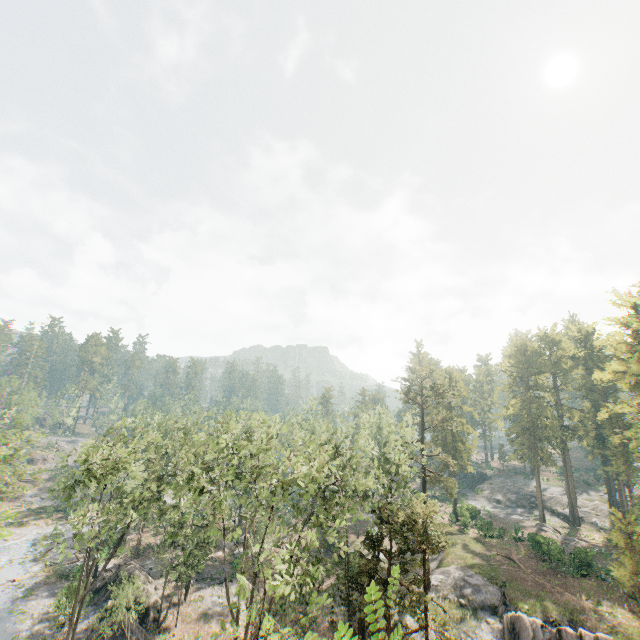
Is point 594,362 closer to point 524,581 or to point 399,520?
point 524,581

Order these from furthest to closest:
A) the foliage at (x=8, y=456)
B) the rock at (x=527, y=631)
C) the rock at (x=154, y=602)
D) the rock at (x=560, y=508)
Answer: the rock at (x=560, y=508), the rock at (x=154, y=602), the rock at (x=527, y=631), the foliage at (x=8, y=456)

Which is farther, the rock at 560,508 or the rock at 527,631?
the rock at 560,508

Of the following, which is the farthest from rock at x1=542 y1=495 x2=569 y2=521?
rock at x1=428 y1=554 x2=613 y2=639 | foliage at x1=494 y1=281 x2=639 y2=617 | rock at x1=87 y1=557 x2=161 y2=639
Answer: rock at x1=87 y1=557 x2=161 y2=639

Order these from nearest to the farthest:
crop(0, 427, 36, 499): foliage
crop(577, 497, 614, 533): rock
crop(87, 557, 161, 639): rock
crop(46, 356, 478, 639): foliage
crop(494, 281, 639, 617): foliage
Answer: crop(46, 356, 478, 639): foliage, crop(0, 427, 36, 499): foliage, crop(87, 557, 161, 639): rock, crop(494, 281, 639, 617): foliage, crop(577, 497, 614, 533): rock

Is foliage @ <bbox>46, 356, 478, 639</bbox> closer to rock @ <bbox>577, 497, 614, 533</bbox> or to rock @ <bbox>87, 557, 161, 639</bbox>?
rock @ <bbox>577, 497, 614, 533</bbox>

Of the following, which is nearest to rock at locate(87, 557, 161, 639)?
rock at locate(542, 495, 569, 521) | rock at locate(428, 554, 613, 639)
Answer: rock at locate(428, 554, 613, 639)

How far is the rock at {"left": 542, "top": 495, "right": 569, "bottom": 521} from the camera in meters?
54.4
